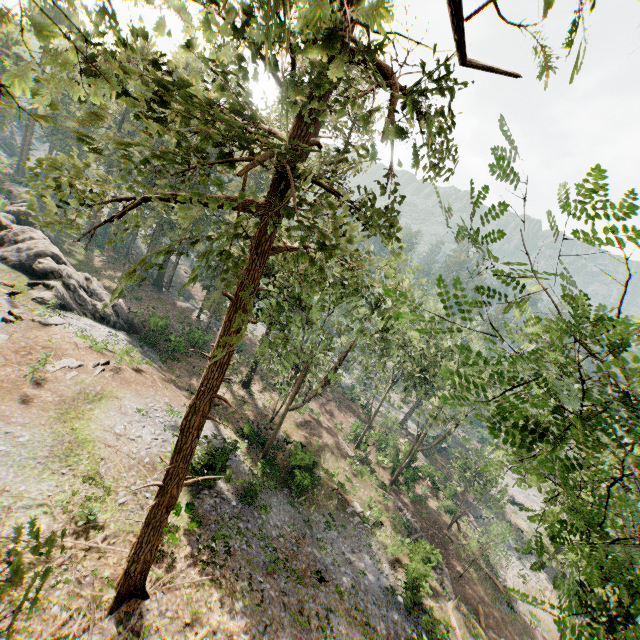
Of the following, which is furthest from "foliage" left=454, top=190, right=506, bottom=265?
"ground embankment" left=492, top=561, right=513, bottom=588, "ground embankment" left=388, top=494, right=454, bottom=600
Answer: "ground embankment" left=388, top=494, right=454, bottom=600

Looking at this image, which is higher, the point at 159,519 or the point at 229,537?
the point at 159,519

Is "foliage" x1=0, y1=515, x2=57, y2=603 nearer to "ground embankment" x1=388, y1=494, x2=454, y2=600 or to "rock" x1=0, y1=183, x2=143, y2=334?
"rock" x1=0, y1=183, x2=143, y2=334

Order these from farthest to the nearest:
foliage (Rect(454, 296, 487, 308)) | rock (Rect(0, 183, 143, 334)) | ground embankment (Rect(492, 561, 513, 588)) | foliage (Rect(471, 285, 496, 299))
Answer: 1. ground embankment (Rect(492, 561, 513, 588))
2. rock (Rect(0, 183, 143, 334))
3. foliage (Rect(471, 285, 496, 299))
4. foliage (Rect(454, 296, 487, 308))

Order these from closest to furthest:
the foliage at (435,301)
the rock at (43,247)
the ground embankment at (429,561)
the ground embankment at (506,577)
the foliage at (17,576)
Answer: Result:
the foliage at (17,576)
the foliage at (435,301)
the ground embankment at (429,561)
the rock at (43,247)
the ground embankment at (506,577)

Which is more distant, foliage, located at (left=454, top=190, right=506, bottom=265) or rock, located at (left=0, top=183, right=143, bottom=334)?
rock, located at (left=0, top=183, right=143, bottom=334)

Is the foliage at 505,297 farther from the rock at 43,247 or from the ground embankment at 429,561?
the ground embankment at 429,561

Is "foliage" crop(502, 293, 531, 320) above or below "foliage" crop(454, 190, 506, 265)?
below
